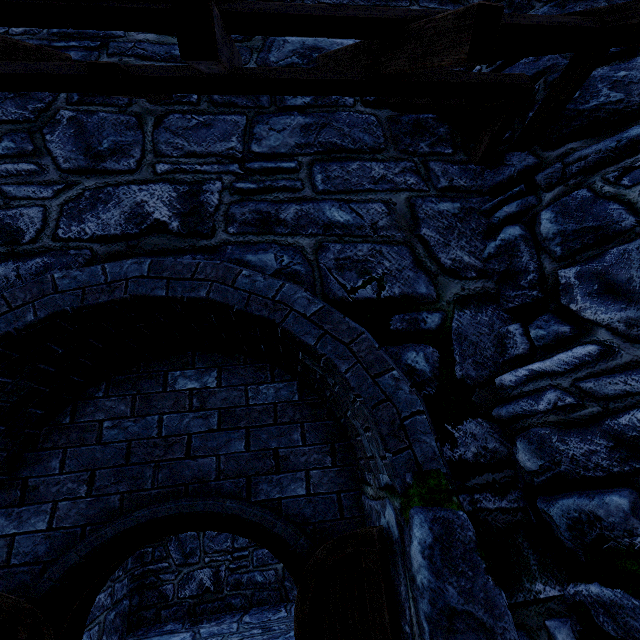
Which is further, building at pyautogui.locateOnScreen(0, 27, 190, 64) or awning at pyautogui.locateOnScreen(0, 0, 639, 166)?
building at pyautogui.locateOnScreen(0, 27, 190, 64)

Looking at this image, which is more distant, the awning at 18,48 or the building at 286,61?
the building at 286,61

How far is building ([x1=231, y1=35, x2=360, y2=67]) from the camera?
3.18m

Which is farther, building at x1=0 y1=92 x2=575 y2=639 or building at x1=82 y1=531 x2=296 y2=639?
building at x1=82 y1=531 x2=296 y2=639

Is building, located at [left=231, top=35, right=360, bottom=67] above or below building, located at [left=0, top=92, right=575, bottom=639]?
above

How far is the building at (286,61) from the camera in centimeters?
318cm

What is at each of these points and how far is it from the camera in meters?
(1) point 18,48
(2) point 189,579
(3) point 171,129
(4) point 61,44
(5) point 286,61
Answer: (1) awning, 2.0
(2) building, 7.8
(3) building, 2.7
(4) building, 3.0
(5) building, 3.2
